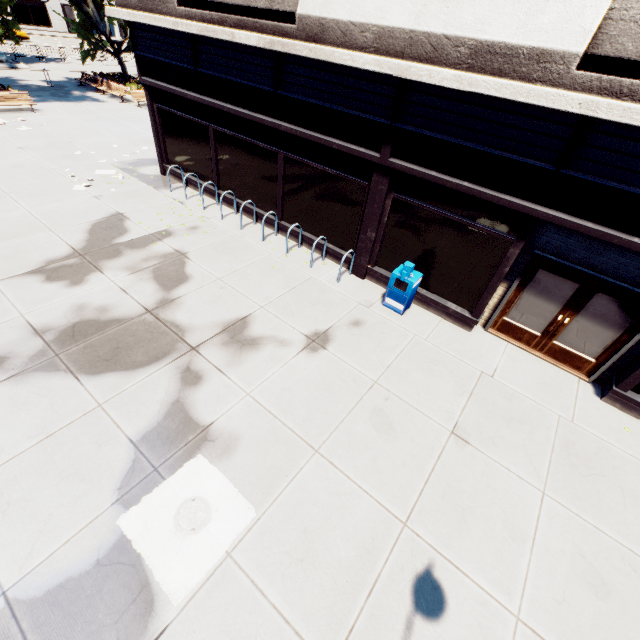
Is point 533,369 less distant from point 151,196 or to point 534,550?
point 534,550

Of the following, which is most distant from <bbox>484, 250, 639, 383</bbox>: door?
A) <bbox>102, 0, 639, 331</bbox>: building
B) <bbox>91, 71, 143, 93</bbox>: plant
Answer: <bbox>91, 71, 143, 93</bbox>: plant

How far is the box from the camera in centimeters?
783cm

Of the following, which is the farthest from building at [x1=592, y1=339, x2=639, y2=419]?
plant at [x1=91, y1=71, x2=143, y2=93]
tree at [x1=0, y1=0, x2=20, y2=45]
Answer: plant at [x1=91, y1=71, x2=143, y2=93]

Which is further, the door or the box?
the box

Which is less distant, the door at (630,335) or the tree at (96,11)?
the door at (630,335)

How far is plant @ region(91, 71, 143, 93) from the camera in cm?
2341

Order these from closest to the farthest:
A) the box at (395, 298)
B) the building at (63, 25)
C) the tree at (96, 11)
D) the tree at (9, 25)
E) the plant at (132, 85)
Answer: the box at (395, 298) < the tree at (9, 25) < the tree at (96, 11) < the plant at (132, 85) < the building at (63, 25)
